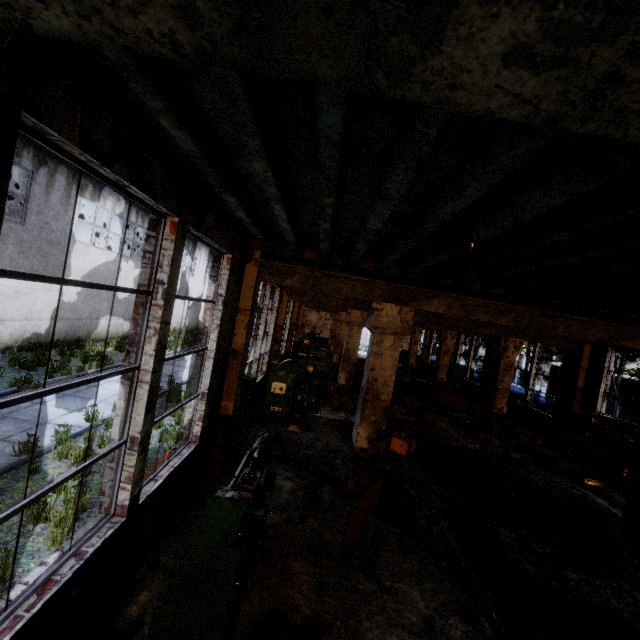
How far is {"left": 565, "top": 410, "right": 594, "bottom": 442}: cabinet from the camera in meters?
11.2

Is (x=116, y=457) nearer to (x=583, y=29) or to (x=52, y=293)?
(x=583, y=29)

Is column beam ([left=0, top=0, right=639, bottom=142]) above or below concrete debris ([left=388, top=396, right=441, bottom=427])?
above

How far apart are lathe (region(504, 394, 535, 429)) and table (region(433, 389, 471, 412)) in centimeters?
80cm

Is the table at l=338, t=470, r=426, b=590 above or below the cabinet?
below

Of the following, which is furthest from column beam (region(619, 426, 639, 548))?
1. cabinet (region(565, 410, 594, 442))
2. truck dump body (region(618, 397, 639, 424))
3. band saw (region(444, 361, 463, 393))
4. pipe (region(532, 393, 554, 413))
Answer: truck dump body (region(618, 397, 639, 424))

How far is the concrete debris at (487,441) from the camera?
11.3m

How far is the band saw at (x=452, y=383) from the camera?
21.3 meters
